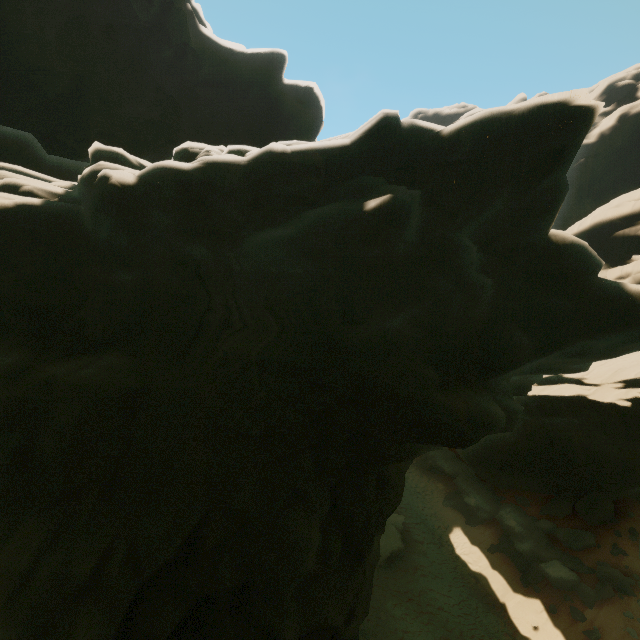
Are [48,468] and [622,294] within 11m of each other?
no
